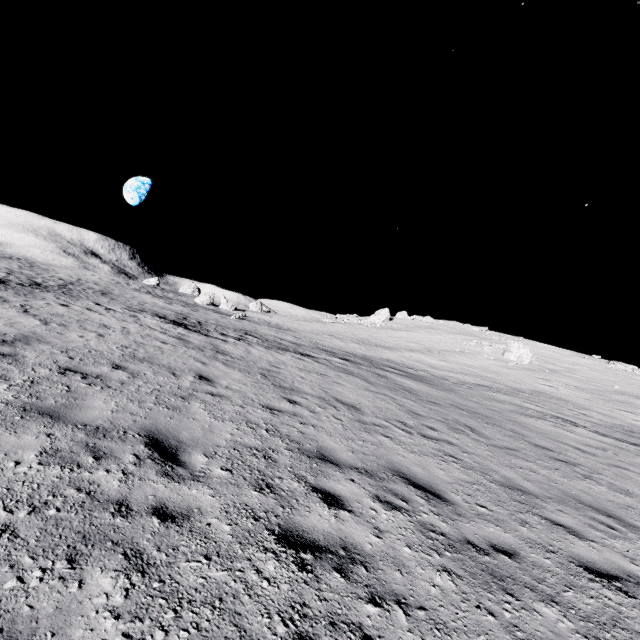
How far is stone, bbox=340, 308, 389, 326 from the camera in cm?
5342

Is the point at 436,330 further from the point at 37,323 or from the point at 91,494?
the point at 91,494

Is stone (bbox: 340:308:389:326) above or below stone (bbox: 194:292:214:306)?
above

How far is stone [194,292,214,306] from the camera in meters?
50.0 m

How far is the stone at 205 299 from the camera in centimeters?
4996cm

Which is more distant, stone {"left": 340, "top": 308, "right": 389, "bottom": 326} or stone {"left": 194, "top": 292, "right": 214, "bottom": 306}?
stone {"left": 340, "top": 308, "right": 389, "bottom": 326}

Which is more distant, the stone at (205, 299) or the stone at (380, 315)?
the stone at (380, 315)
